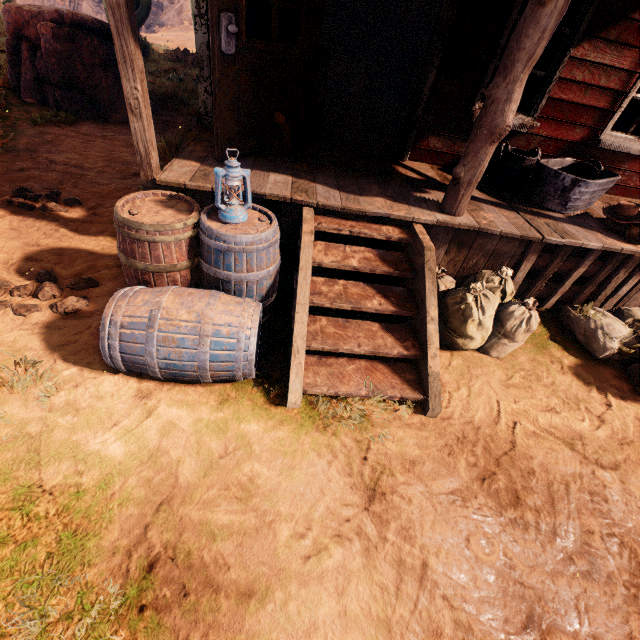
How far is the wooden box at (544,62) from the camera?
9.1m

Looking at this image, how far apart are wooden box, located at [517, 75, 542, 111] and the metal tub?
6.8 meters

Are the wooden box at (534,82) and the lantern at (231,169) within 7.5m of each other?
no

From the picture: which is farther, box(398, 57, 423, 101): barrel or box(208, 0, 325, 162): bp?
box(398, 57, 423, 101): barrel

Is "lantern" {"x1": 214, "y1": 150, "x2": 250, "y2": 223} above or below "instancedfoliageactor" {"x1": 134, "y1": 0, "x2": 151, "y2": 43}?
below

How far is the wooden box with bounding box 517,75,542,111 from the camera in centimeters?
909cm

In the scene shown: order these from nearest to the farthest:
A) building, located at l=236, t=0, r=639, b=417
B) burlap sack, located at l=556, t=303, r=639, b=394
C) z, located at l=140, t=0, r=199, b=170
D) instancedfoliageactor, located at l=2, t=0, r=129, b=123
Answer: building, located at l=236, t=0, r=639, b=417
burlap sack, located at l=556, t=303, r=639, b=394
instancedfoliageactor, located at l=2, t=0, r=129, b=123
z, located at l=140, t=0, r=199, b=170

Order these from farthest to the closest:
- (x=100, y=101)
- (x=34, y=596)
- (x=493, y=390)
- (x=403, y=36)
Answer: (x=403, y=36), (x=100, y=101), (x=493, y=390), (x=34, y=596)
